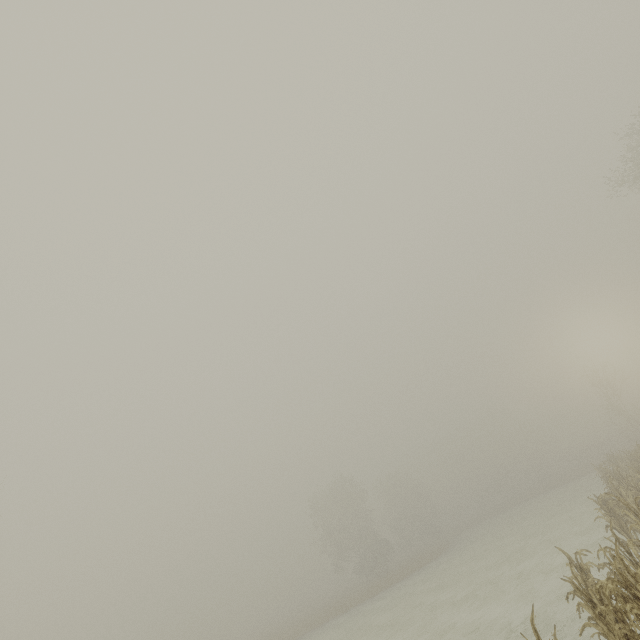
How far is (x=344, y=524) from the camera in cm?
4325
